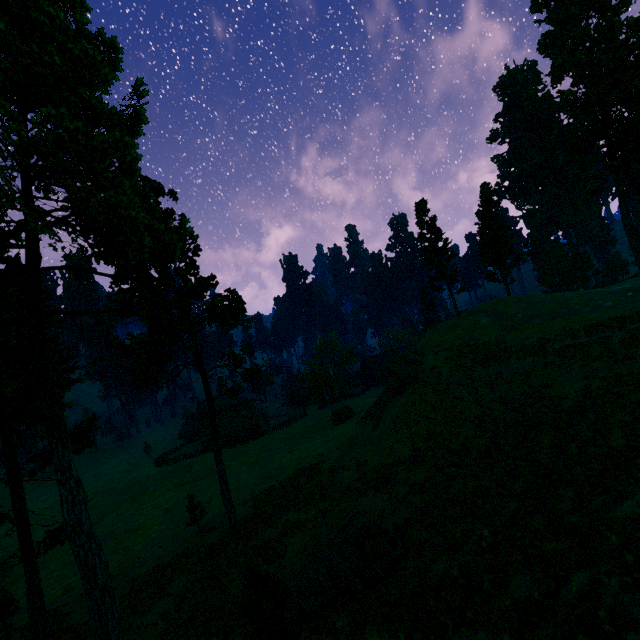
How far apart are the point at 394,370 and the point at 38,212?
27.8 meters

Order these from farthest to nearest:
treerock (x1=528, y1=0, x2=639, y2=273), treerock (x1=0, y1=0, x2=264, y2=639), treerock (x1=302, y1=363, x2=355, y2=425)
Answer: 1. treerock (x1=302, y1=363, x2=355, y2=425)
2. treerock (x1=528, y1=0, x2=639, y2=273)
3. treerock (x1=0, y1=0, x2=264, y2=639)

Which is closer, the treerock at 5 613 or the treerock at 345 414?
the treerock at 5 613

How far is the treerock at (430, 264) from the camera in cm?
4144

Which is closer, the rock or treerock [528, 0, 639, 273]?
the rock

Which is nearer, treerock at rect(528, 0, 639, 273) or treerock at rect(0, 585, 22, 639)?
treerock at rect(0, 585, 22, 639)

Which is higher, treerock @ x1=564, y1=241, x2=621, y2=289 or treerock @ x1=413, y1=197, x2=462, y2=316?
treerock @ x1=413, y1=197, x2=462, y2=316
